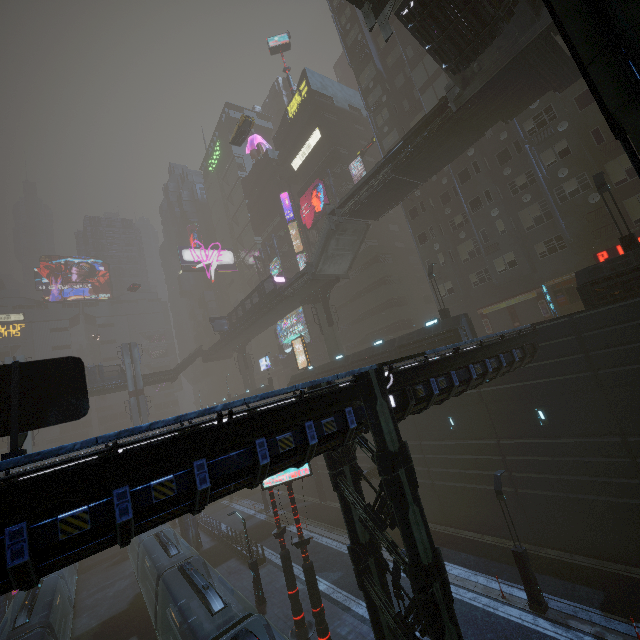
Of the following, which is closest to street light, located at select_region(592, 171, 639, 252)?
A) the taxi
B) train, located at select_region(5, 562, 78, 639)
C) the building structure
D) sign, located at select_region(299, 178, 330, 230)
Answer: the building structure

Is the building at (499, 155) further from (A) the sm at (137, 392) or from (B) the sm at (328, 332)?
(A) the sm at (137, 392)

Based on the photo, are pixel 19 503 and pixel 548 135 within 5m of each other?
no

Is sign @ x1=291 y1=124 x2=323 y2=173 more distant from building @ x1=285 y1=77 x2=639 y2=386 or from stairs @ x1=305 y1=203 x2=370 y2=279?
stairs @ x1=305 y1=203 x2=370 y2=279

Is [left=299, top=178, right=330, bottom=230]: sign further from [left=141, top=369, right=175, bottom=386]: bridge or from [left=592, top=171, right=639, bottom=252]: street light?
[left=141, top=369, right=175, bottom=386]: bridge

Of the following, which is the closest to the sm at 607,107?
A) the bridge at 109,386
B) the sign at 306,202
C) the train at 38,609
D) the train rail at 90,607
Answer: the train rail at 90,607

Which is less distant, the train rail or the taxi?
the train rail

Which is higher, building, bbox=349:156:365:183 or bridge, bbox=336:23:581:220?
building, bbox=349:156:365:183
